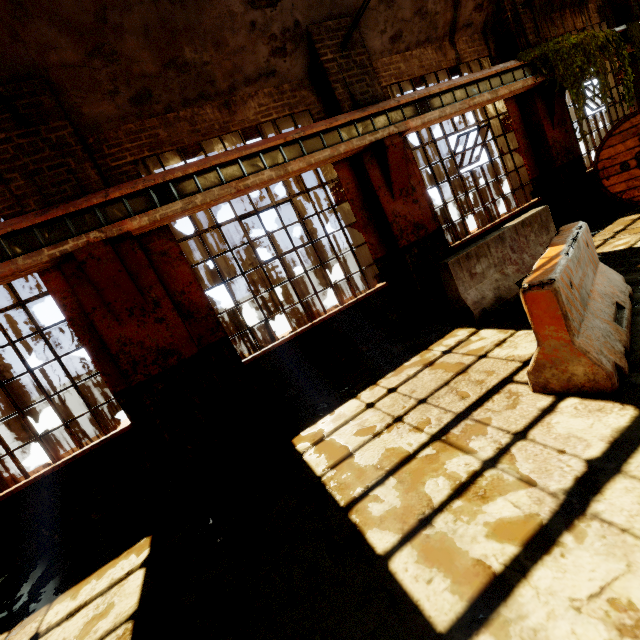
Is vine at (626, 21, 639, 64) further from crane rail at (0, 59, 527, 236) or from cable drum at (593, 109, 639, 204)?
cable drum at (593, 109, 639, 204)

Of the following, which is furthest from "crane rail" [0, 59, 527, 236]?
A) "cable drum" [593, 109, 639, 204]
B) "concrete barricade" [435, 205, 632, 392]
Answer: "concrete barricade" [435, 205, 632, 392]

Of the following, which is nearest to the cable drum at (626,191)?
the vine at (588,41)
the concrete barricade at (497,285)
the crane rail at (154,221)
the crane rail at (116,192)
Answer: the vine at (588,41)

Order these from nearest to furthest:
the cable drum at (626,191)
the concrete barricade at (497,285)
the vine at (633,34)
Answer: the concrete barricade at (497,285) → the cable drum at (626,191) → the vine at (633,34)

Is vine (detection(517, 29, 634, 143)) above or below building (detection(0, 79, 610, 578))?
above

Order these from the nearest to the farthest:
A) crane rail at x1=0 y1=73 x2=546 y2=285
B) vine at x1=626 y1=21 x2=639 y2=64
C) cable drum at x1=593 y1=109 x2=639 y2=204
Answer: crane rail at x1=0 y1=73 x2=546 y2=285 → cable drum at x1=593 y1=109 x2=639 y2=204 → vine at x1=626 y1=21 x2=639 y2=64

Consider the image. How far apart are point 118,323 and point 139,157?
2.6 meters

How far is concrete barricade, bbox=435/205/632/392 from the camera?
2.63m
